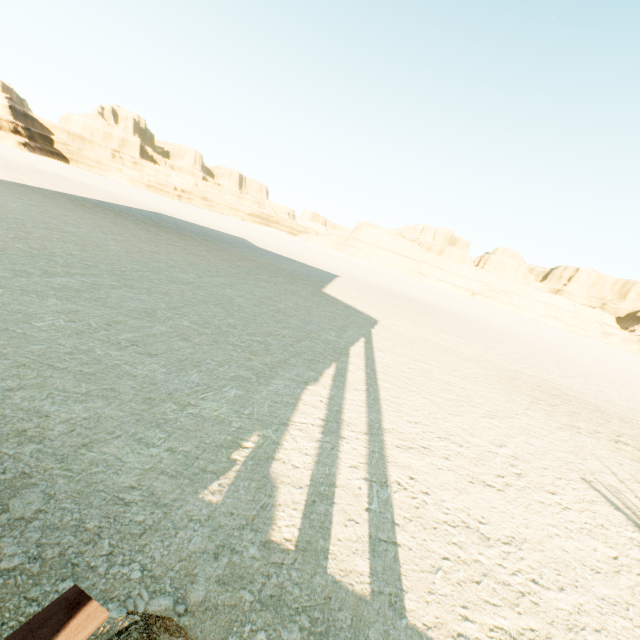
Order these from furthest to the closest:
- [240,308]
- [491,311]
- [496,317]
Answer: [491,311] → [496,317] → [240,308]
